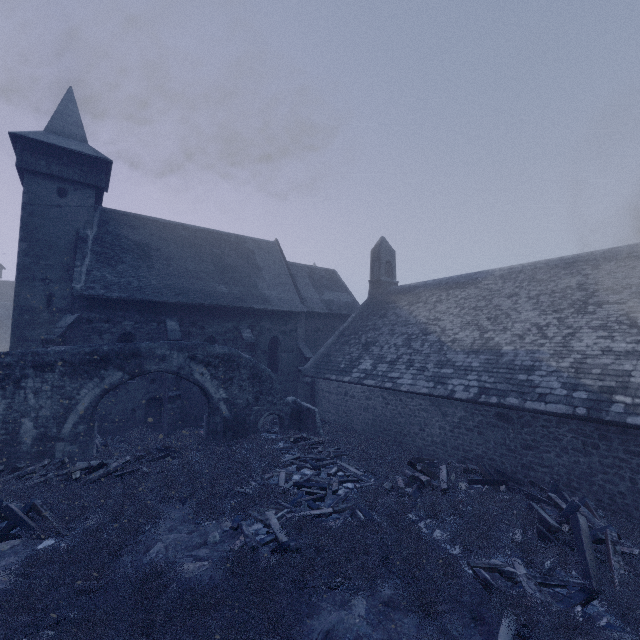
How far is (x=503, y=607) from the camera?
5.6m

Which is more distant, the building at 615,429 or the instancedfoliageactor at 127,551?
the building at 615,429

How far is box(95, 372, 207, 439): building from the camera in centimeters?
1616cm

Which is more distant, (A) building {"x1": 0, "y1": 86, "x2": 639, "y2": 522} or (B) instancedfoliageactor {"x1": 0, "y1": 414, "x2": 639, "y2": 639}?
Answer: (A) building {"x1": 0, "y1": 86, "x2": 639, "y2": 522}

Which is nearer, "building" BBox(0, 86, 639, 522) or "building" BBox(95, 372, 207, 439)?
"building" BBox(0, 86, 639, 522)

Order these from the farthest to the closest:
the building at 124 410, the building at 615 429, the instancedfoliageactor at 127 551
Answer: the building at 124 410 → the building at 615 429 → the instancedfoliageactor at 127 551

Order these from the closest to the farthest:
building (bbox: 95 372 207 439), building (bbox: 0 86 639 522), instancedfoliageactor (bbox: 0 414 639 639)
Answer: Answer:
instancedfoliageactor (bbox: 0 414 639 639)
building (bbox: 0 86 639 522)
building (bbox: 95 372 207 439)
